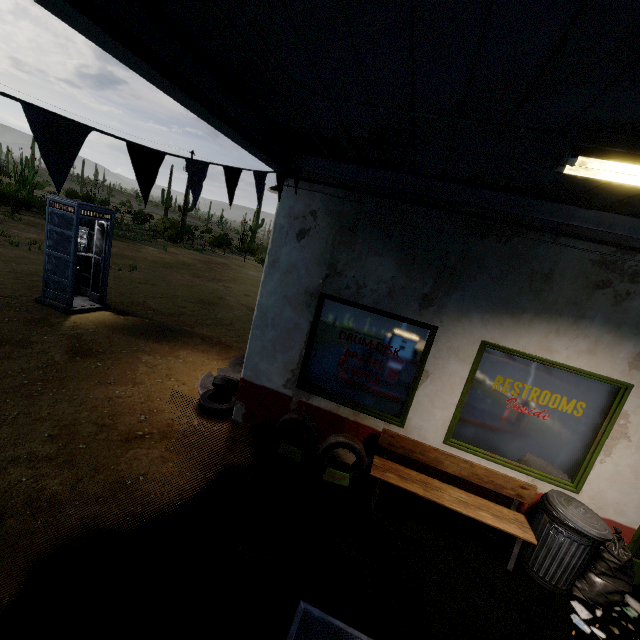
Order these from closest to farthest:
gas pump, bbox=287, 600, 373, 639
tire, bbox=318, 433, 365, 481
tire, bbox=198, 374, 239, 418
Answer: gas pump, bbox=287, 600, 373, 639
tire, bbox=318, 433, 365, 481
tire, bbox=198, 374, 239, 418

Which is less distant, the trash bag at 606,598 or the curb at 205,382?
the trash bag at 606,598

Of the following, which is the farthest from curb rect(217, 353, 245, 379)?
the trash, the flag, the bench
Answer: the trash

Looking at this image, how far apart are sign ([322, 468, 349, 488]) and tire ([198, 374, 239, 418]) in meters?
2.0 m

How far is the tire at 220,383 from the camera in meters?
5.4

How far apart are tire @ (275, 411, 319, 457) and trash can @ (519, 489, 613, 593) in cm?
298

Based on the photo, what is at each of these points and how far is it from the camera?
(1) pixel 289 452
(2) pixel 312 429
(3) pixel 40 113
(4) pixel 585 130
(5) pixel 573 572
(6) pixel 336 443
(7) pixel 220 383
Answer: (1) sign, 4.83m
(2) tire, 4.72m
(3) flag, 1.52m
(4) fluorescent light, 2.00m
(5) trash can, 3.69m
(6) tire, 4.49m
(7) tire, 5.81m

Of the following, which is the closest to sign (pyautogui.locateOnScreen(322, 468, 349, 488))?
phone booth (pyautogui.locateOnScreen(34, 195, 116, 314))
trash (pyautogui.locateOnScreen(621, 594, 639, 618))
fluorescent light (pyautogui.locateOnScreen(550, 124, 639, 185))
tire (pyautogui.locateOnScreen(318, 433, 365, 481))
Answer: tire (pyautogui.locateOnScreen(318, 433, 365, 481))
